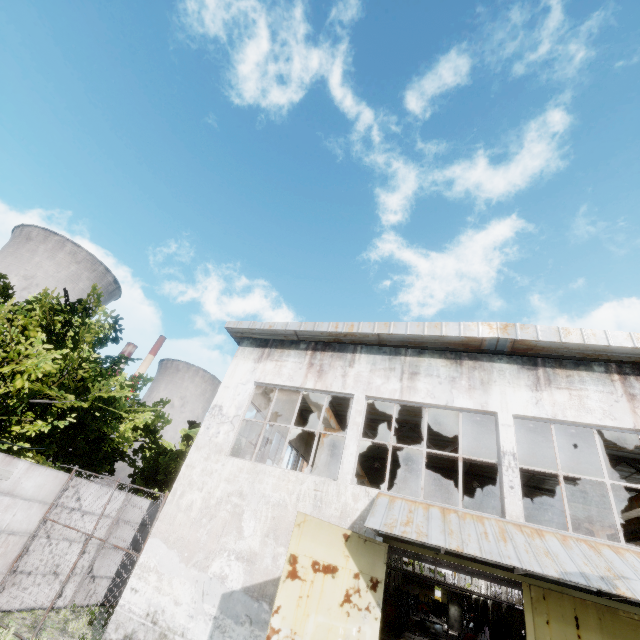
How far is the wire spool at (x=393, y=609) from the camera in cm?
2311

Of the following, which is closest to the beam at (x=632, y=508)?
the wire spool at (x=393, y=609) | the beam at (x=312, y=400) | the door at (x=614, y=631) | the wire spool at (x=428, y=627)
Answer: the door at (x=614, y=631)

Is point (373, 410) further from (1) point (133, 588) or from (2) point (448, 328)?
(1) point (133, 588)

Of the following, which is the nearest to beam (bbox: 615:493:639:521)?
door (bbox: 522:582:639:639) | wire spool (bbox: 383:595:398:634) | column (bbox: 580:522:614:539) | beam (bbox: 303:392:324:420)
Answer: column (bbox: 580:522:614:539)

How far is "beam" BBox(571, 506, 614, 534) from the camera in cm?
1479

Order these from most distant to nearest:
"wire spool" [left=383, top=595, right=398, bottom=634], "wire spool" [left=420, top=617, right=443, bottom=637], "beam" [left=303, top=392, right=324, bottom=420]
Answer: "wire spool" [left=420, top=617, right=443, bottom=637] → "wire spool" [left=383, top=595, right=398, bottom=634] → "beam" [left=303, top=392, right=324, bottom=420]

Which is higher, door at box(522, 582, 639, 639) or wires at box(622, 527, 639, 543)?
wires at box(622, 527, 639, 543)

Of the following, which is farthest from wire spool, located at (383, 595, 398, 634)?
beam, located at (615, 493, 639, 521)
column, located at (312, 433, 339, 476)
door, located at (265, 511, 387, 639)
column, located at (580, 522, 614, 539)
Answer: door, located at (265, 511, 387, 639)
